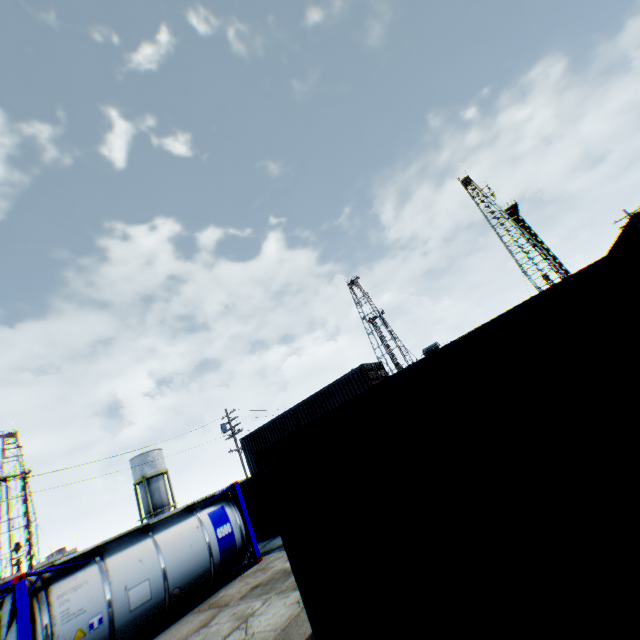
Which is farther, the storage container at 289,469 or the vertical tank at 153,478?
the vertical tank at 153,478

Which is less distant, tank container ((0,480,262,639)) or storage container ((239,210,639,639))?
storage container ((239,210,639,639))

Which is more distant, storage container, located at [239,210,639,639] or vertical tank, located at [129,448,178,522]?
vertical tank, located at [129,448,178,522]

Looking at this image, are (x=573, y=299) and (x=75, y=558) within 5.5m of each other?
no

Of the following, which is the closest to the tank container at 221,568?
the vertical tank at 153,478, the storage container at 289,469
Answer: the storage container at 289,469

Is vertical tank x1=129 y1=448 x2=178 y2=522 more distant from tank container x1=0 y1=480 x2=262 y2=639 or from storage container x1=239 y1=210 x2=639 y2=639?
storage container x1=239 y1=210 x2=639 y2=639

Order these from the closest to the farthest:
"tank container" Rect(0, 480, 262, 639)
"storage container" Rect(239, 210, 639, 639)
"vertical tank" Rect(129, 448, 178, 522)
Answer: "storage container" Rect(239, 210, 639, 639) → "tank container" Rect(0, 480, 262, 639) → "vertical tank" Rect(129, 448, 178, 522)

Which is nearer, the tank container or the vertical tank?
the tank container
